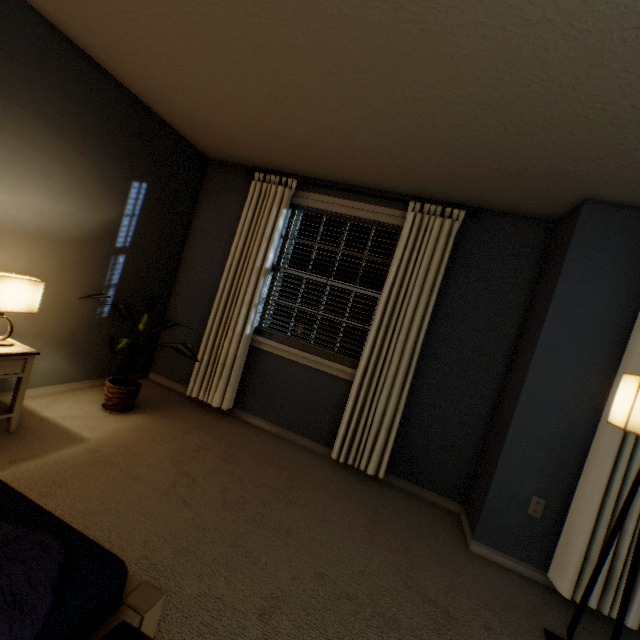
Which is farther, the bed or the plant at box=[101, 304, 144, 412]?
the plant at box=[101, 304, 144, 412]

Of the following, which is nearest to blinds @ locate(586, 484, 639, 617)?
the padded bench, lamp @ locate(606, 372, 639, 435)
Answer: lamp @ locate(606, 372, 639, 435)

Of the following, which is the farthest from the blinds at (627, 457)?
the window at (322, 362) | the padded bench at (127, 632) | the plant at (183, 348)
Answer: the plant at (183, 348)

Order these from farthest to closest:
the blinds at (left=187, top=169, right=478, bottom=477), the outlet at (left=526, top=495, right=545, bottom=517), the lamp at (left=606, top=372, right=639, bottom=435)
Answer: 1. the blinds at (left=187, top=169, right=478, bottom=477)
2. the outlet at (left=526, top=495, right=545, bottom=517)
3. the lamp at (left=606, top=372, right=639, bottom=435)

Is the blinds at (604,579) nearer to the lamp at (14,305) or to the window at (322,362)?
the window at (322,362)

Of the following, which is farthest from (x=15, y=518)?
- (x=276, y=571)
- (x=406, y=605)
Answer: (x=406, y=605)

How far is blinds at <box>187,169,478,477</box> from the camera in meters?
2.6

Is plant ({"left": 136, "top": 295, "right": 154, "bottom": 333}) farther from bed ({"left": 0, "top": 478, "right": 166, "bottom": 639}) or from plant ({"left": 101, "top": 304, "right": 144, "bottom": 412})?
bed ({"left": 0, "top": 478, "right": 166, "bottom": 639})
